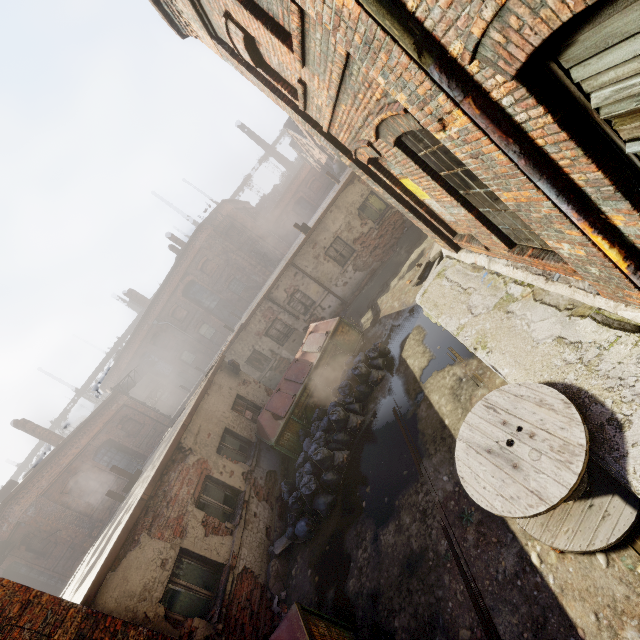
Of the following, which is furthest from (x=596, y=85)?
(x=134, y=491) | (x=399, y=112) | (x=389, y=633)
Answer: (x=134, y=491)

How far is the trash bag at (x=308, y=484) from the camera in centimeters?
739cm

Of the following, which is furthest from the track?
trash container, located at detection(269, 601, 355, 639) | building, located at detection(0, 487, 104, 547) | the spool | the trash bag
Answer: building, located at detection(0, 487, 104, 547)

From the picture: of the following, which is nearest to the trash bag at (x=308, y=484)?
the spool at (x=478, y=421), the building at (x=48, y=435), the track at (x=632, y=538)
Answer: the spool at (x=478, y=421)

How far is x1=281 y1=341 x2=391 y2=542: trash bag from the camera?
7.4 meters

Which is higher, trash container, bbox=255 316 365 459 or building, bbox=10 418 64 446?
building, bbox=10 418 64 446

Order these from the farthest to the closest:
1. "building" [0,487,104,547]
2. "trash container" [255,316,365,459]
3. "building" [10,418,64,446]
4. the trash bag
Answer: "building" [10,418,64,446] → "building" [0,487,104,547] → "trash container" [255,316,365,459] → the trash bag

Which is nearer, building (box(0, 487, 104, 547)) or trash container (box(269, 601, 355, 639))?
trash container (box(269, 601, 355, 639))
